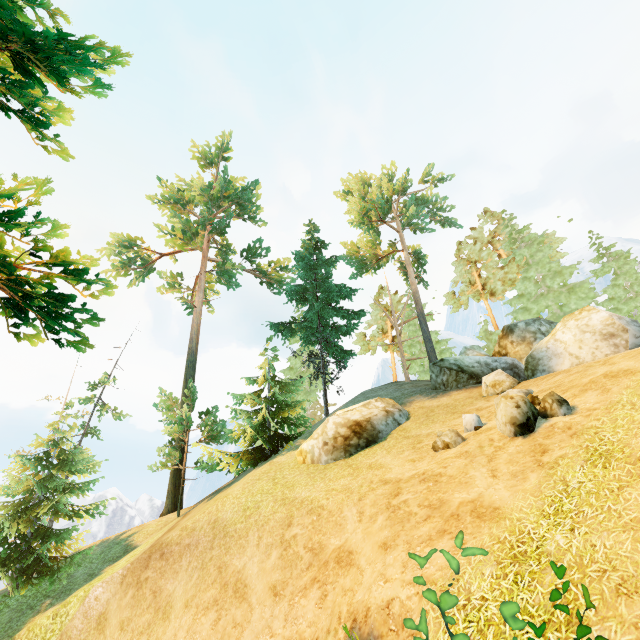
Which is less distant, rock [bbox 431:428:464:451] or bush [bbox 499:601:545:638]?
bush [bbox 499:601:545:638]

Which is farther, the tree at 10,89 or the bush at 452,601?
the tree at 10,89

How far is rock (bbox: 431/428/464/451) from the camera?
9.6m

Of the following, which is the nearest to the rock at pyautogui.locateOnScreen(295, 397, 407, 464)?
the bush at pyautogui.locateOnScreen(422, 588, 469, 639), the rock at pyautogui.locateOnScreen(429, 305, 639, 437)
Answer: the rock at pyautogui.locateOnScreen(429, 305, 639, 437)

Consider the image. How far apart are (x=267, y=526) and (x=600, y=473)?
9.0 meters

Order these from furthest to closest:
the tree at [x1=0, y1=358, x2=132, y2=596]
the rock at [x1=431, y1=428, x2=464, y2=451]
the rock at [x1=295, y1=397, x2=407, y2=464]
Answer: the tree at [x1=0, y1=358, x2=132, y2=596] < the rock at [x1=295, y1=397, x2=407, y2=464] < the rock at [x1=431, y1=428, x2=464, y2=451]

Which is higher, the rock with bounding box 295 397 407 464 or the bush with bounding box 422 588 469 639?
the rock with bounding box 295 397 407 464

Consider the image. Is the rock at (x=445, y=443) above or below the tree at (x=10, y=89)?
below
